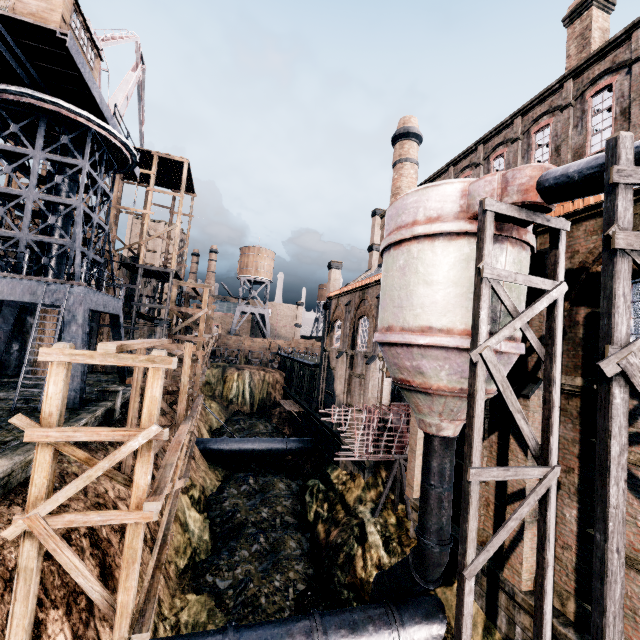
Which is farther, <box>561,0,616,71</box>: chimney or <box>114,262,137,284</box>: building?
<box>114,262,137,284</box>: building

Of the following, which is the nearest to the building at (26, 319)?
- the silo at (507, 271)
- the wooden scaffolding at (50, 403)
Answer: the silo at (507, 271)

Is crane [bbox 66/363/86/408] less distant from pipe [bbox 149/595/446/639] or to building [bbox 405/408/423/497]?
building [bbox 405/408/423/497]

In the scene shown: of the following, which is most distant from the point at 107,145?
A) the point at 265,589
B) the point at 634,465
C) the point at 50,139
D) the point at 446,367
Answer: the point at 634,465

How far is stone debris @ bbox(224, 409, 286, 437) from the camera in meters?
38.2

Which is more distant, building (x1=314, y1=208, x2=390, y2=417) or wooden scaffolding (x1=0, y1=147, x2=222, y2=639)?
building (x1=314, y1=208, x2=390, y2=417)

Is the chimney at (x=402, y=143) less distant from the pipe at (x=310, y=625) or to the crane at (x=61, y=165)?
the pipe at (x=310, y=625)
